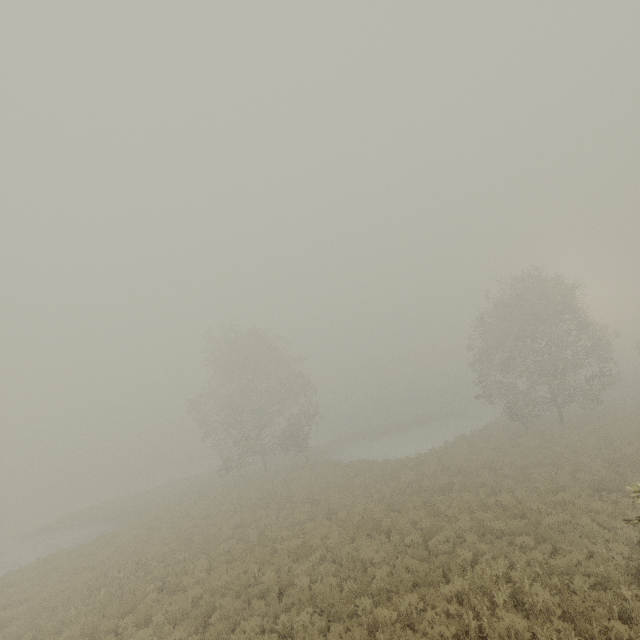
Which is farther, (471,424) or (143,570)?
(471,424)

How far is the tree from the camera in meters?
26.9 m

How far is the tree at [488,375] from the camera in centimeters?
2692cm
